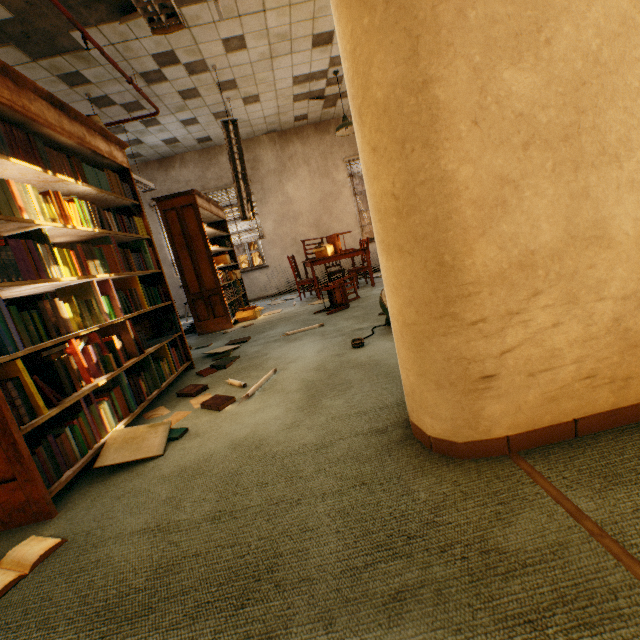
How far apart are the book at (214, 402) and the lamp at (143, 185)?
4.60m

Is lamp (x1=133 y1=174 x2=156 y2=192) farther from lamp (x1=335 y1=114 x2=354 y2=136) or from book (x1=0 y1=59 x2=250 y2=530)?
lamp (x1=335 y1=114 x2=354 y2=136)

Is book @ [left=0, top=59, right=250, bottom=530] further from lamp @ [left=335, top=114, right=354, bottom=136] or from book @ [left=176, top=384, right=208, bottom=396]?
lamp @ [left=335, top=114, right=354, bottom=136]

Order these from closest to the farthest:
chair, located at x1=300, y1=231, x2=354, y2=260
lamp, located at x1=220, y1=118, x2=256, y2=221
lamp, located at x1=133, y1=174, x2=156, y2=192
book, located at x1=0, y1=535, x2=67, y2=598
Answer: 1. book, located at x1=0, y1=535, x2=67, y2=598
2. lamp, located at x1=220, y1=118, x2=256, y2=221
3. lamp, located at x1=133, y1=174, x2=156, y2=192
4. chair, located at x1=300, y1=231, x2=354, y2=260

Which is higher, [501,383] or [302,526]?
[501,383]

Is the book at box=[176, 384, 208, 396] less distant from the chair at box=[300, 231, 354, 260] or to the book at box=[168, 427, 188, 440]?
the book at box=[168, 427, 188, 440]

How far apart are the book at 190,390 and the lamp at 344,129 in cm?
544

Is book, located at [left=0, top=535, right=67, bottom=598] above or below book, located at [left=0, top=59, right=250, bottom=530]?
below
